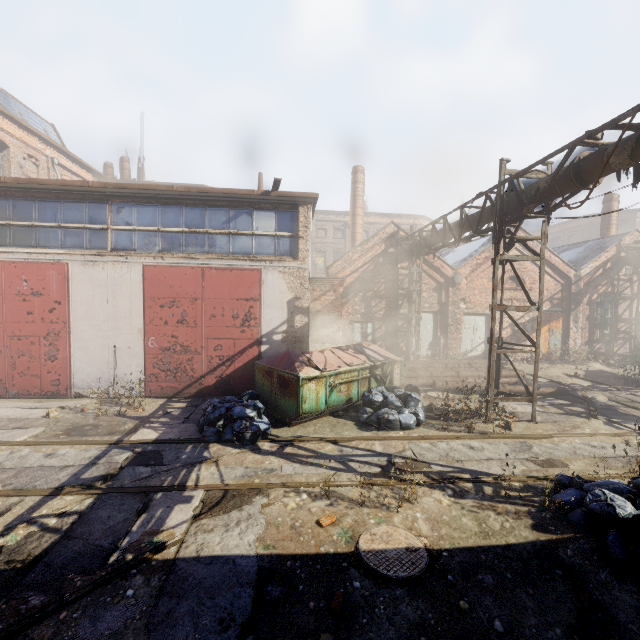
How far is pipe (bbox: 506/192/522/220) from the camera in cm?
850

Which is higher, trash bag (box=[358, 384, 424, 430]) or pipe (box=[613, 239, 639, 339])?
pipe (box=[613, 239, 639, 339])

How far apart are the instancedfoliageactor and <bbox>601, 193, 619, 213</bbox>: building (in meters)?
25.65

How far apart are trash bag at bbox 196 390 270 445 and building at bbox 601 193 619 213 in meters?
23.7 m

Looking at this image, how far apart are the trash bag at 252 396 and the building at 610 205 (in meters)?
23.66

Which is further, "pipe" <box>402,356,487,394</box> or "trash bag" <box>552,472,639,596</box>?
"pipe" <box>402,356,487,394</box>

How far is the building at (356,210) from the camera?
23.0m

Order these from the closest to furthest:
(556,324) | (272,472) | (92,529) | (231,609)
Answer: (231,609), (92,529), (272,472), (556,324)
